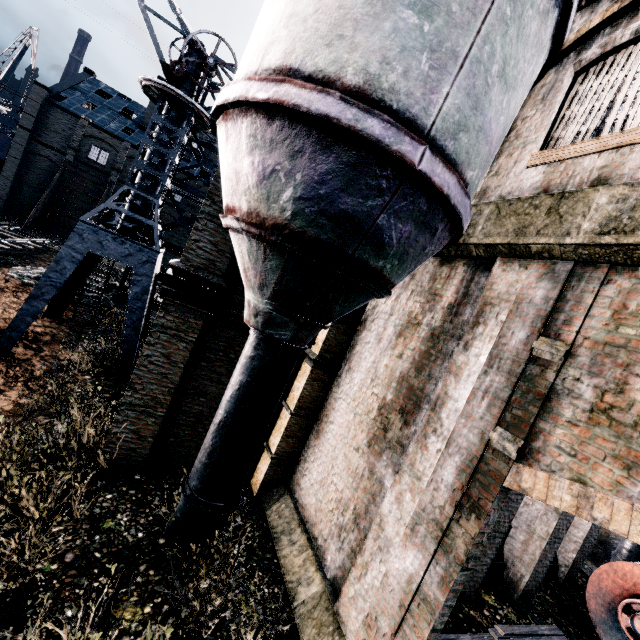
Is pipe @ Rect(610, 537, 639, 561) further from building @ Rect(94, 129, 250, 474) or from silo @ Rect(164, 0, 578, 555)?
silo @ Rect(164, 0, 578, 555)

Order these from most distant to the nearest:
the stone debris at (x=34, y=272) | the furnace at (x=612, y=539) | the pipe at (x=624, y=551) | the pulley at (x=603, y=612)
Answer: the stone debris at (x=34, y=272)
the furnace at (x=612, y=539)
the pipe at (x=624, y=551)
the pulley at (x=603, y=612)

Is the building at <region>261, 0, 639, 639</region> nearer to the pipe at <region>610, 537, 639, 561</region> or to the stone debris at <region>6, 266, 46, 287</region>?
the stone debris at <region>6, 266, 46, 287</region>

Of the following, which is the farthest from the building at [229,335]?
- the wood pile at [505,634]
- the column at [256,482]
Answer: the wood pile at [505,634]

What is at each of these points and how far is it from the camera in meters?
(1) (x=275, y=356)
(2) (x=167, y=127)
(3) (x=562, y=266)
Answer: (1) silo, 6.1 m
(2) crane, 13.4 m
(3) building, 5.0 m

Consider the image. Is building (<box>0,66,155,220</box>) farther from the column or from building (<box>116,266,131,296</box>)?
the column

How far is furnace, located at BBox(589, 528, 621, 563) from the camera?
15.0 meters

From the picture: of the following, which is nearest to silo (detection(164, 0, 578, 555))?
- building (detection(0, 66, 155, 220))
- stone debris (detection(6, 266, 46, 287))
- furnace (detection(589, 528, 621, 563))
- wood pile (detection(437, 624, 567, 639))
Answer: wood pile (detection(437, 624, 567, 639))
